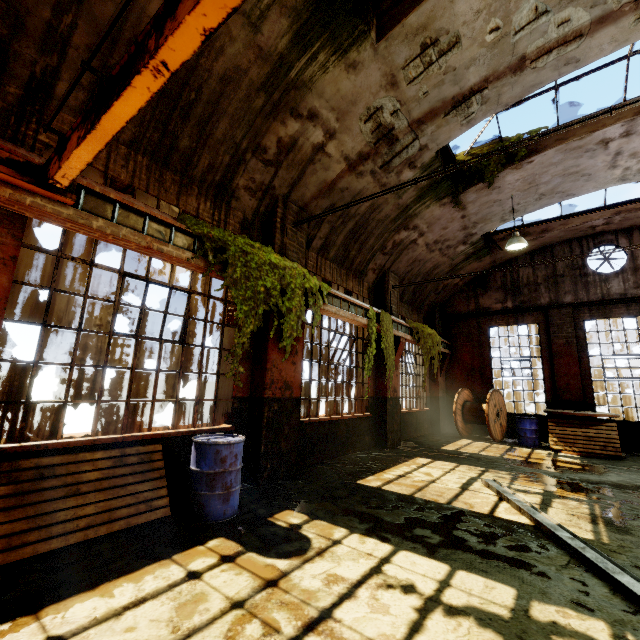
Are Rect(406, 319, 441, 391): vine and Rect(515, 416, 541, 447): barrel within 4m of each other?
yes

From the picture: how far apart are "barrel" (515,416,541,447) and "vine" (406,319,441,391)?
3.0 meters

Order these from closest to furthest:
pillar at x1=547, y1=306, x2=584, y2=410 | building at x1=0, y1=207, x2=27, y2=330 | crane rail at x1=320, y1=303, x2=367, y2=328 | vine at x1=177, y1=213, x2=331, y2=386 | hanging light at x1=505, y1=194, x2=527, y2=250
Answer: building at x1=0, y1=207, x2=27, y2=330 → vine at x1=177, y1=213, x2=331, y2=386 → crane rail at x1=320, y1=303, x2=367, y2=328 → hanging light at x1=505, y1=194, x2=527, y2=250 → pillar at x1=547, y1=306, x2=584, y2=410

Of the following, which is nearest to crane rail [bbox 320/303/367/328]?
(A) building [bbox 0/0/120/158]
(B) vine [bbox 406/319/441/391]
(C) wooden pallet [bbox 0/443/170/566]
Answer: (A) building [bbox 0/0/120/158]

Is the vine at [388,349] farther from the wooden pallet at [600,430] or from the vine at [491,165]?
the wooden pallet at [600,430]

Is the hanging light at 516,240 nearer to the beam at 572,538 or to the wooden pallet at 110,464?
the beam at 572,538

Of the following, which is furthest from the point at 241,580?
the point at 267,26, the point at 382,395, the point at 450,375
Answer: the point at 450,375

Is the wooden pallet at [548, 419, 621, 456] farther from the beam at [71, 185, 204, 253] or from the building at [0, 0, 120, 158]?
the beam at [71, 185, 204, 253]
